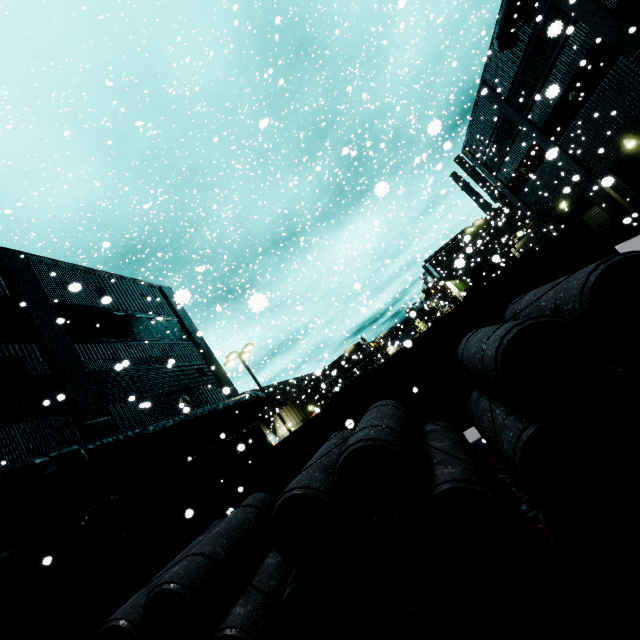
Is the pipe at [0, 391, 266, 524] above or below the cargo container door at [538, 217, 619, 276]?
above

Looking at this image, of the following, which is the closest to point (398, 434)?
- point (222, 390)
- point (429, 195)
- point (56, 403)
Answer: point (222, 390)

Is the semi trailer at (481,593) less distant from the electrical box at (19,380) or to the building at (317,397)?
the building at (317,397)

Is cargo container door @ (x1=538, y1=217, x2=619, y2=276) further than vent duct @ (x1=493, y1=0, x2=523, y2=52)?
No

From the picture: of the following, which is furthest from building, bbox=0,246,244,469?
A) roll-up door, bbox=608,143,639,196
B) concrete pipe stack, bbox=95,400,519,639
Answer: concrete pipe stack, bbox=95,400,519,639

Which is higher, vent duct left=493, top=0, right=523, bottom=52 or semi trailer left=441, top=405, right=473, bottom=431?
vent duct left=493, top=0, right=523, bottom=52

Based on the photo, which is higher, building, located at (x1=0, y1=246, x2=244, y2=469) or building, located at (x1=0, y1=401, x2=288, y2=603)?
building, located at (x1=0, y1=246, x2=244, y2=469)

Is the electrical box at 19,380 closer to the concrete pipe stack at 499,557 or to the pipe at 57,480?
the pipe at 57,480
